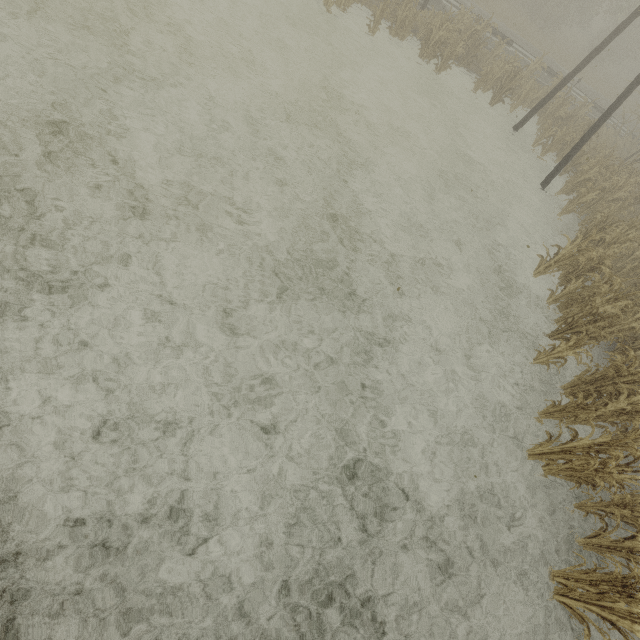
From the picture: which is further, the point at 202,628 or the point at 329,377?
the point at 329,377

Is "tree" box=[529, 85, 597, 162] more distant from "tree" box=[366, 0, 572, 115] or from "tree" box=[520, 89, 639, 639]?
"tree" box=[520, 89, 639, 639]

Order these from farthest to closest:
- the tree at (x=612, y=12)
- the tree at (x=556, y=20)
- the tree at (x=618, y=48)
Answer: the tree at (x=618, y=48) < the tree at (x=556, y=20) < the tree at (x=612, y=12)

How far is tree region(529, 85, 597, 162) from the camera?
14.0m

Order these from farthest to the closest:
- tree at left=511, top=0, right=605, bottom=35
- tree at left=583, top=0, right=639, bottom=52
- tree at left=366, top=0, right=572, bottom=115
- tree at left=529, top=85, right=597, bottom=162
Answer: tree at left=511, top=0, right=605, bottom=35 → tree at left=583, top=0, right=639, bottom=52 → tree at left=529, top=85, right=597, bottom=162 → tree at left=366, top=0, right=572, bottom=115

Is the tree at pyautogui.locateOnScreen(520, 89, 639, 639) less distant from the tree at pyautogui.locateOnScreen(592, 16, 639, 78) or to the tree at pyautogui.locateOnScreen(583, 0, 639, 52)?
the tree at pyautogui.locateOnScreen(583, 0, 639, 52)

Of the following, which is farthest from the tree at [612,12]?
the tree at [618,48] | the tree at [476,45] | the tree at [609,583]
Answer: the tree at [609,583]

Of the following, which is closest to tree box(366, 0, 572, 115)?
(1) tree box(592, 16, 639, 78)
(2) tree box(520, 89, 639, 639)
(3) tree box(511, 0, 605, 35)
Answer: (3) tree box(511, 0, 605, 35)
